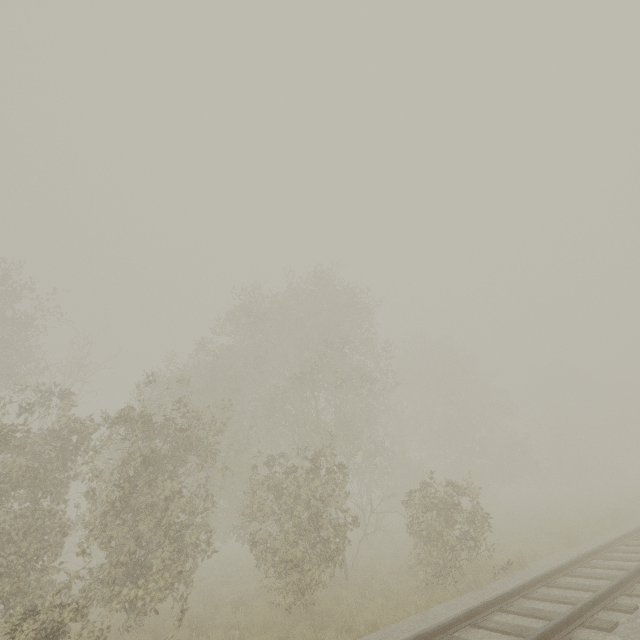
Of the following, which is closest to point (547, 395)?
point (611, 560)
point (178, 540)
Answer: point (611, 560)
